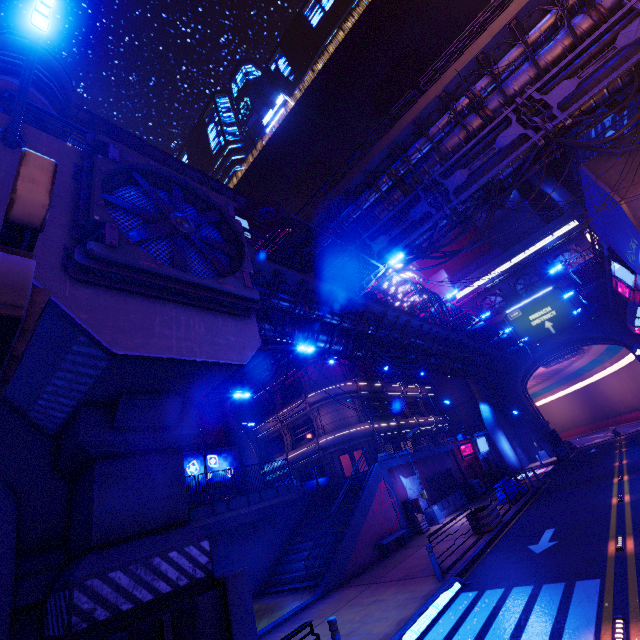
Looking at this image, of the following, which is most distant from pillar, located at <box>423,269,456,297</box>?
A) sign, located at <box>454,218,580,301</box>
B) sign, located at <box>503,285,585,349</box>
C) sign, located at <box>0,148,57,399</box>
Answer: sign, located at <box>0,148,57,399</box>

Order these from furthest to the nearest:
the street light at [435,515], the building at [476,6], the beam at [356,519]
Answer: the building at [476,6], the street light at [435,515], the beam at [356,519]

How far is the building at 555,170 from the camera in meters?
57.2 m

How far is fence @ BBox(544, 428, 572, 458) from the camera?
35.5 meters

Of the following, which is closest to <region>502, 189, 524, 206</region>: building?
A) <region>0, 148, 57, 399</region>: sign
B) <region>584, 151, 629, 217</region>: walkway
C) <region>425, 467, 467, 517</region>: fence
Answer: <region>584, 151, 629, 217</region>: walkway

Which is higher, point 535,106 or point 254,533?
point 535,106

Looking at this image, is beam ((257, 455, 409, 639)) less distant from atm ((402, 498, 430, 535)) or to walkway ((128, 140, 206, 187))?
atm ((402, 498, 430, 535))

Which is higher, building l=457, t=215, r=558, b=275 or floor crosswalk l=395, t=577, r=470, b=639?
building l=457, t=215, r=558, b=275
